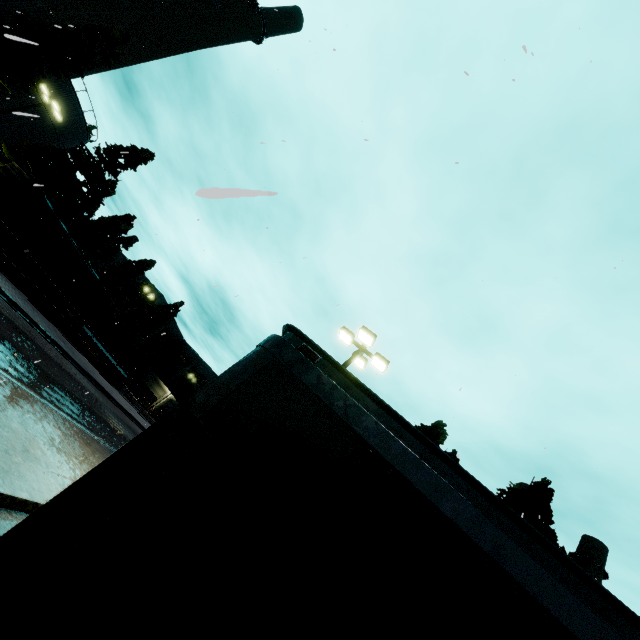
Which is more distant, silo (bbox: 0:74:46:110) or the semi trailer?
silo (bbox: 0:74:46:110)

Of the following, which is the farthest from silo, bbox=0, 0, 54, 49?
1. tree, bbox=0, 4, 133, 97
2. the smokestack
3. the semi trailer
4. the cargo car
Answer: the smokestack

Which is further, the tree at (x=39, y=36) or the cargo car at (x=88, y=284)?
the tree at (x=39, y=36)

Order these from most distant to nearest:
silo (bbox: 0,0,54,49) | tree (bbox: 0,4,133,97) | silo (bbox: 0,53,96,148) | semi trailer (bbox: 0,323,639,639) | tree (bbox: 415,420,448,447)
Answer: silo (bbox: 0,53,96,148) → silo (bbox: 0,0,54,49) → tree (bbox: 0,4,133,97) → tree (bbox: 415,420,448,447) → semi trailer (bbox: 0,323,639,639)

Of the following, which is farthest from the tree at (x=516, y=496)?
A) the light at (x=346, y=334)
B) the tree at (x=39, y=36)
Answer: the tree at (x=39, y=36)

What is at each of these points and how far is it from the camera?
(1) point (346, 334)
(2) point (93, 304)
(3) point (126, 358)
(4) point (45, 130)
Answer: (1) light, 13.3 meters
(2) cargo container door, 31.7 meters
(3) cargo container, 37.4 meters
(4) silo, 32.8 meters

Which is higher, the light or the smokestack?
the smokestack

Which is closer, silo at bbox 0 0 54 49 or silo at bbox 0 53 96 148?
silo at bbox 0 0 54 49
